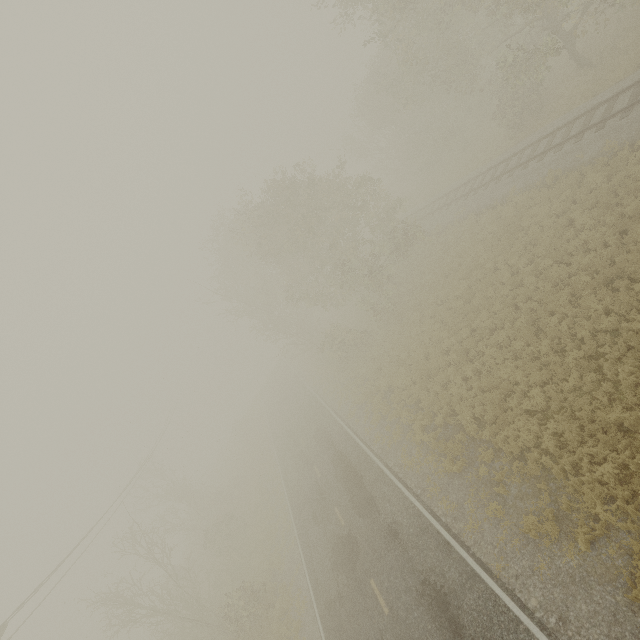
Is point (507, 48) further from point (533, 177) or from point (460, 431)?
point (460, 431)
